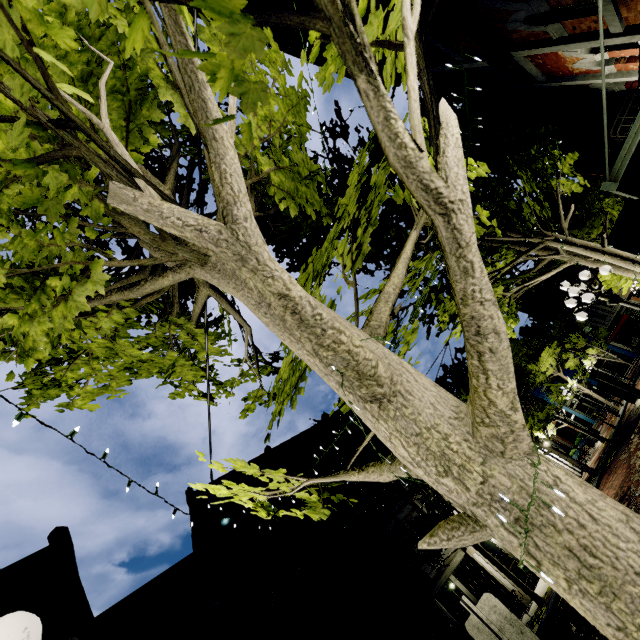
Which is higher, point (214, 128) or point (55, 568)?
point (55, 568)

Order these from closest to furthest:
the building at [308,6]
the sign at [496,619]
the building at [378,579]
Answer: the sign at [496,619] → the building at [308,6] → the building at [378,579]

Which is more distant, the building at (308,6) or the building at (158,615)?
the building at (158,615)

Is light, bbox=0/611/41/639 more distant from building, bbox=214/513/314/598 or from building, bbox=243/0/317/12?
building, bbox=214/513/314/598

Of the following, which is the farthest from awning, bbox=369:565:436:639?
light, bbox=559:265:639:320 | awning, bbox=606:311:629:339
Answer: awning, bbox=606:311:629:339

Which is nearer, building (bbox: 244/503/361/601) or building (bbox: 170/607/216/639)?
building (bbox: 170/607/216/639)

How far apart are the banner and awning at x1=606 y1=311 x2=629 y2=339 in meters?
→ 33.3 m

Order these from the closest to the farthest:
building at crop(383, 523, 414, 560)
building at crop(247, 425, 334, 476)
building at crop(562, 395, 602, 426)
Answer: building at crop(383, 523, 414, 560) → building at crop(247, 425, 334, 476) → building at crop(562, 395, 602, 426)
